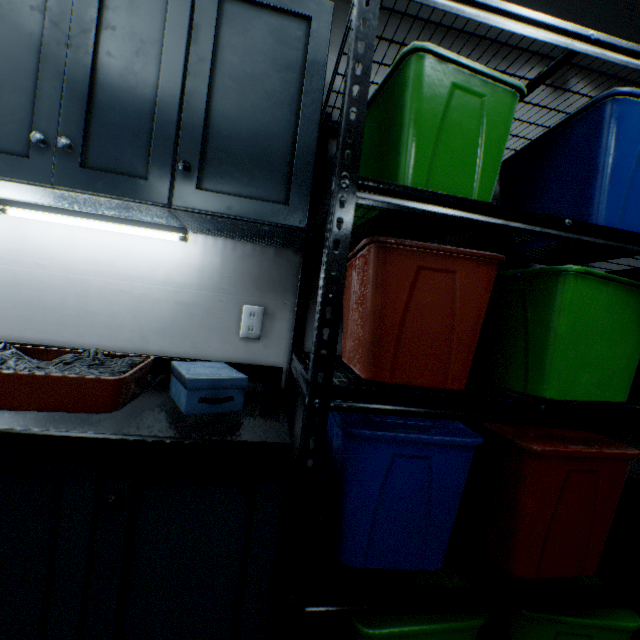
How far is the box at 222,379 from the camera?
0.8 meters

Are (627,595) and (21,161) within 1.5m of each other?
no

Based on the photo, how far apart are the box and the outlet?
0.3 meters

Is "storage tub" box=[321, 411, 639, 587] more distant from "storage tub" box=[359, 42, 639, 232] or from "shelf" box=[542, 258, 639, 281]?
"storage tub" box=[359, 42, 639, 232]

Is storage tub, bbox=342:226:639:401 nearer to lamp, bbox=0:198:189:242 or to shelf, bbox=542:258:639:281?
shelf, bbox=542:258:639:281

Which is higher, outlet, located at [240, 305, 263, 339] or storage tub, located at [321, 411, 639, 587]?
outlet, located at [240, 305, 263, 339]

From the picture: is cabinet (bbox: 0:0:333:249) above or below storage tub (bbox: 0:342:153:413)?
above

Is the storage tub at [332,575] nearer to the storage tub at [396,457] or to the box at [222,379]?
the storage tub at [396,457]
